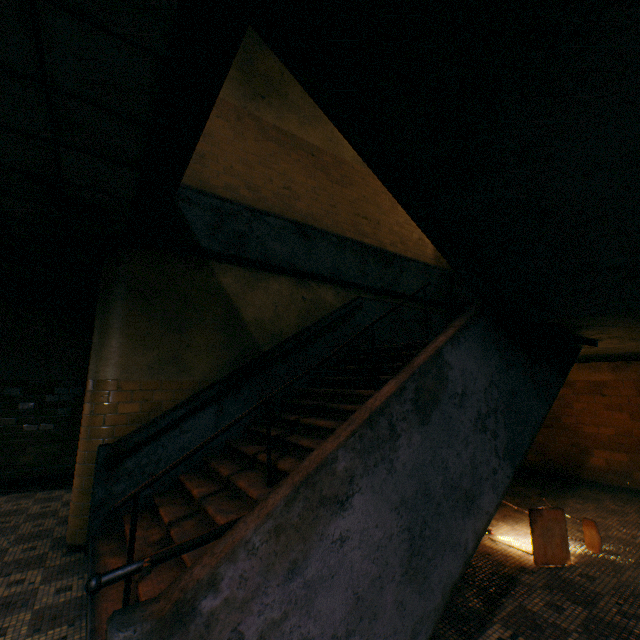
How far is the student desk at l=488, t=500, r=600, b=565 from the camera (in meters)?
3.50

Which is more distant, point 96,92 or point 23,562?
point 23,562

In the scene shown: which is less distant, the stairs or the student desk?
the stairs

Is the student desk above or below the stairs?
below

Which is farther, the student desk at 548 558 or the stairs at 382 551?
the student desk at 548 558

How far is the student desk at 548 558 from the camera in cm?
350
